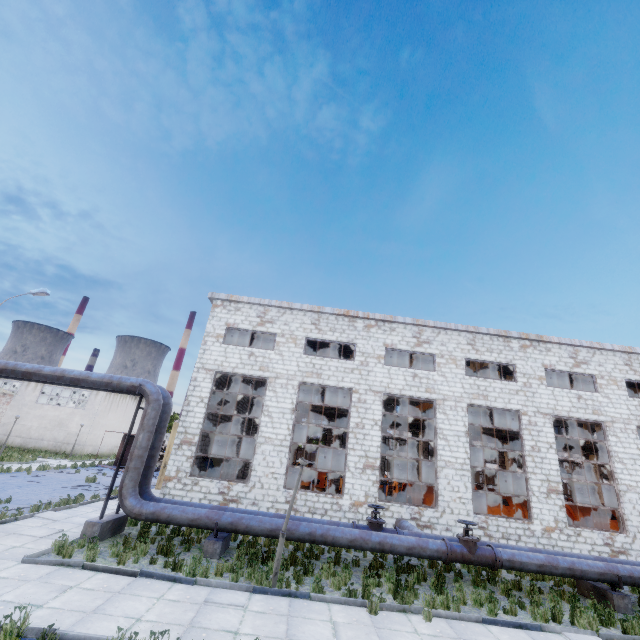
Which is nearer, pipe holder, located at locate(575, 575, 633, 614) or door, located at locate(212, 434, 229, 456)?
pipe holder, located at locate(575, 575, 633, 614)

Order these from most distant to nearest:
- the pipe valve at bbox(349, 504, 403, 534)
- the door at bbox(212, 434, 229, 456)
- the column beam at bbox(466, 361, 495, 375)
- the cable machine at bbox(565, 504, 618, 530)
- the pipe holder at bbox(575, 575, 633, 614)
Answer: the door at bbox(212, 434, 229, 456), the column beam at bbox(466, 361, 495, 375), the cable machine at bbox(565, 504, 618, 530), the pipe valve at bbox(349, 504, 403, 534), the pipe holder at bbox(575, 575, 633, 614)

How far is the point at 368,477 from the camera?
15.43m

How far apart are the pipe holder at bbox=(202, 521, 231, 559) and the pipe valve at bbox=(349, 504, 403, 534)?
4.26m

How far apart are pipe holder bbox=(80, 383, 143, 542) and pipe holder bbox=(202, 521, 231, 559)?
3.3m

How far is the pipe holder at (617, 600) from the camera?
10.30m

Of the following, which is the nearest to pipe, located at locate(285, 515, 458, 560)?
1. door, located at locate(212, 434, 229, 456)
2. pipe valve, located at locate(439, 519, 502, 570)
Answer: pipe valve, located at locate(439, 519, 502, 570)

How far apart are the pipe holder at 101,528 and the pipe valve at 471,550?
11.2 meters
